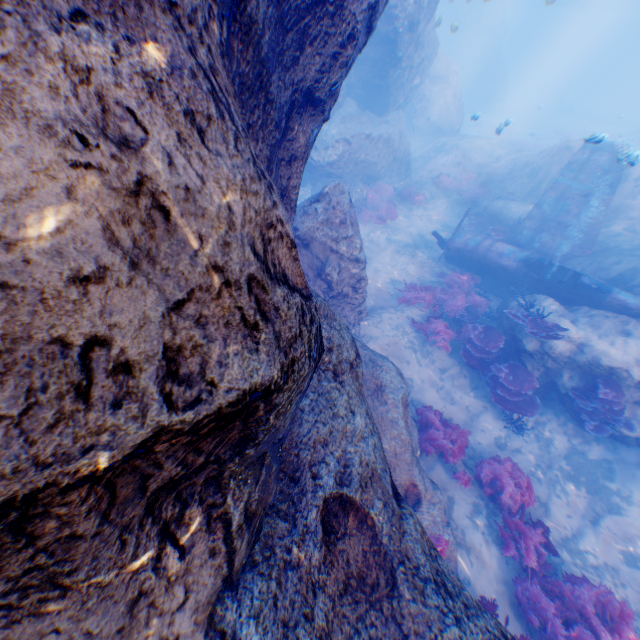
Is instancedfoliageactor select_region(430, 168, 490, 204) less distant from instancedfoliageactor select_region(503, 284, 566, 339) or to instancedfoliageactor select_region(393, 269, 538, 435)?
instancedfoliageactor select_region(393, 269, 538, 435)

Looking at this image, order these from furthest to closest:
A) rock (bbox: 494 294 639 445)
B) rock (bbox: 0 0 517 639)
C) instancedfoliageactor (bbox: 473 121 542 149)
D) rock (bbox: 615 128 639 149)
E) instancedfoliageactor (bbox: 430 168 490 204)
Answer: rock (bbox: 615 128 639 149)
instancedfoliageactor (bbox: 430 168 490 204)
instancedfoliageactor (bbox: 473 121 542 149)
rock (bbox: 494 294 639 445)
rock (bbox: 0 0 517 639)

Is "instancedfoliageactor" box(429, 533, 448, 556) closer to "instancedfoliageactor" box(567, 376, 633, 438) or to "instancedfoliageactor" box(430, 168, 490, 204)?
"instancedfoliageactor" box(567, 376, 633, 438)

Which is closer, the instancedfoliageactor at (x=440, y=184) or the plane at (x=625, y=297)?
the plane at (x=625, y=297)

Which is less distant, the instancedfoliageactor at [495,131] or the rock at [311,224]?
the rock at [311,224]

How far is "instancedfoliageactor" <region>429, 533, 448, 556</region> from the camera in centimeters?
571cm

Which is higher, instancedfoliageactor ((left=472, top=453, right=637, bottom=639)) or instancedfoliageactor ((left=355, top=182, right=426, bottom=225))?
instancedfoliageactor ((left=355, top=182, right=426, bottom=225))

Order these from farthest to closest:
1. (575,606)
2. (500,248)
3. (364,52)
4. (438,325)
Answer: (364,52) → (500,248) → (438,325) → (575,606)
